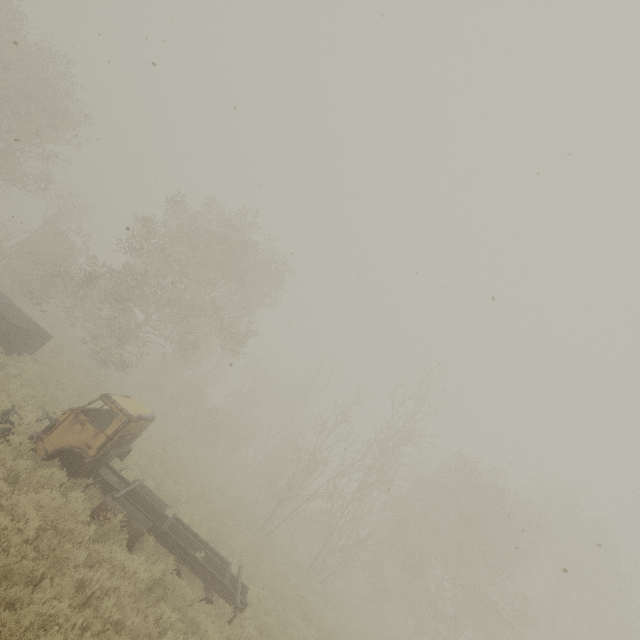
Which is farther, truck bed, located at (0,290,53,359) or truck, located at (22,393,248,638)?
truck bed, located at (0,290,53,359)

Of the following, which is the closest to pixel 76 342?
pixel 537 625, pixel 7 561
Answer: pixel 7 561

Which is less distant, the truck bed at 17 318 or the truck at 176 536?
the truck at 176 536
